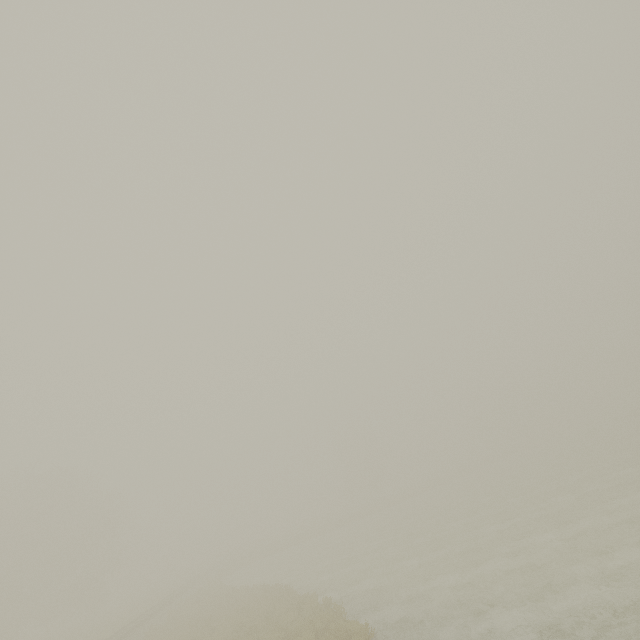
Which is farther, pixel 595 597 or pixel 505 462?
pixel 505 462
